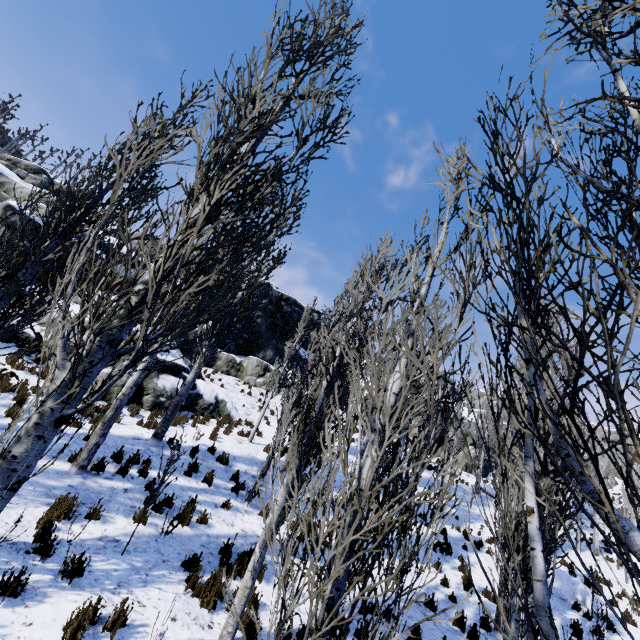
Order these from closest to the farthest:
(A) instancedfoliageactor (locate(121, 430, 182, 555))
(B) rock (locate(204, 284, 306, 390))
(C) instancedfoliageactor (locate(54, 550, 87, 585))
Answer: (C) instancedfoliageactor (locate(54, 550, 87, 585))
(A) instancedfoliageactor (locate(121, 430, 182, 555))
(B) rock (locate(204, 284, 306, 390))

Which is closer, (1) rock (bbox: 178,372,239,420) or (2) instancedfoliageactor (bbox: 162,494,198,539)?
(2) instancedfoliageactor (bbox: 162,494,198,539)

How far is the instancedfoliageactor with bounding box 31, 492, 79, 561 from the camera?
4.9m

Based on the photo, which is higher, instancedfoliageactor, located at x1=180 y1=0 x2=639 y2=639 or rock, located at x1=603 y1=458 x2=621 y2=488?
rock, located at x1=603 y1=458 x2=621 y2=488

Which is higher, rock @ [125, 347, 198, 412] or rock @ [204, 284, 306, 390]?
rock @ [204, 284, 306, 390]

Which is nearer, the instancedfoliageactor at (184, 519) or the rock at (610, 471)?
the instancedfoliageactor at (184, 519)

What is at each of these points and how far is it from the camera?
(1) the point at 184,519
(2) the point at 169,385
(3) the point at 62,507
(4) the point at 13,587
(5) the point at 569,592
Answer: (1) instancedfoliageactor, 7.22m
(2) rock, 14.29m
(3) instancedfoliageactor, 5.71m
(4) instancedfoliageactor, 4.14m
(5) rock, 13.27m

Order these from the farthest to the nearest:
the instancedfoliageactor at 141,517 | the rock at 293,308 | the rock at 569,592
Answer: the rock at 293,308
the rock at 569,592
the instancedfoliageactor at 141,517
